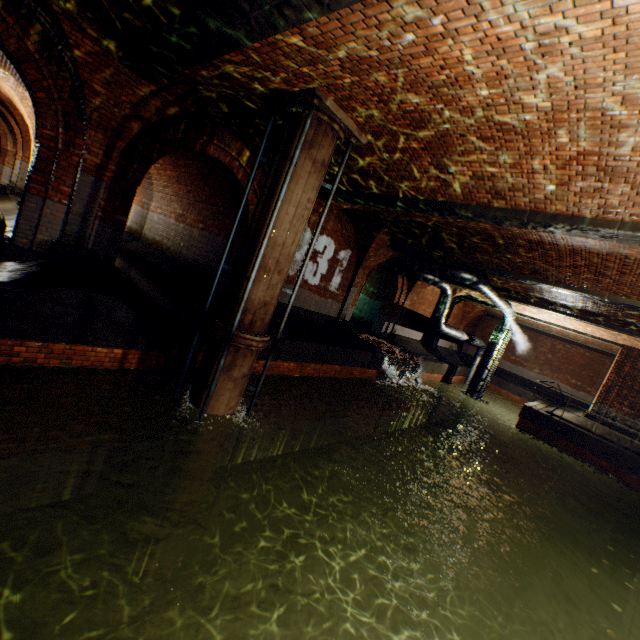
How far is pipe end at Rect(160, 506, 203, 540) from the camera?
6.4 meters

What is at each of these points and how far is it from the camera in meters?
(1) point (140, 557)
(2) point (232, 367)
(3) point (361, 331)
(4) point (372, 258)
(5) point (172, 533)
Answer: (1) pipe, 6.6
(2) pipe, 6.1
(3) building tunnel, 18.8
(4) support arch, 13.9
(5) pipe end, 6.4

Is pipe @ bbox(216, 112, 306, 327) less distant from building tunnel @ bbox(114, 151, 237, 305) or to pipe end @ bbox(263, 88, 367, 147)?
pipe end @ bbox(263, 88, 367, 147)

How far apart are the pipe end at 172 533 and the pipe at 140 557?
0.1m

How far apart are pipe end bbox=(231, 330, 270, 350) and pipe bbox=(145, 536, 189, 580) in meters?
4.2

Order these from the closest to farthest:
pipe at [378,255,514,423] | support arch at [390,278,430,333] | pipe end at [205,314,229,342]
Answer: pipe end at [205,314,229,342], pipe at [378,255,514,423], support arch at [390,278,430,333]

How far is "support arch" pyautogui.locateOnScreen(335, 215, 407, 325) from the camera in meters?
12.2

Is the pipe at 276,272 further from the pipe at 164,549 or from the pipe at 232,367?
the pipe at 164,549
